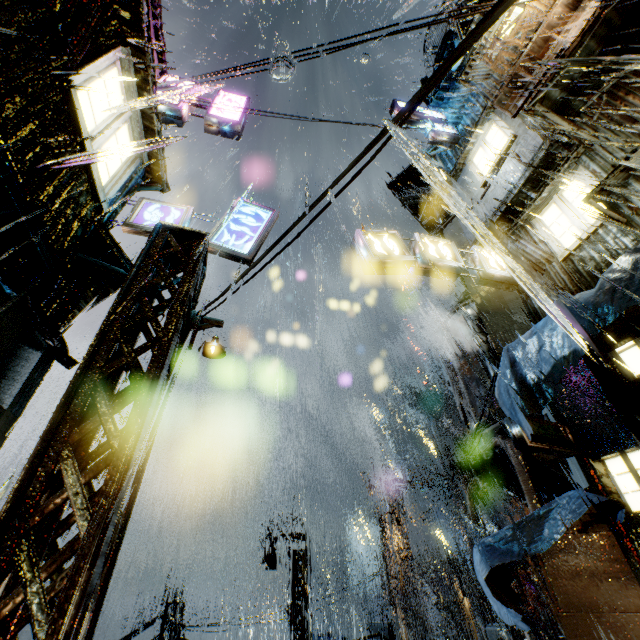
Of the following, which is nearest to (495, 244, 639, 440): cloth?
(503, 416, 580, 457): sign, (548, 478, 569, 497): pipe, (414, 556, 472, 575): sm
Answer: (503, 416, 580, 457): sign

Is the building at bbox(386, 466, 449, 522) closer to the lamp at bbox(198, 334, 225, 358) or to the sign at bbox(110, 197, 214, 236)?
the sign at bbox(110, 197, 214, 236)

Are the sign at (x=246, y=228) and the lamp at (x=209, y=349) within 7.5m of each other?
yes

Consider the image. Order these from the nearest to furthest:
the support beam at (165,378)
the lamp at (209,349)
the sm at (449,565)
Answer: the support beam at (165,378), the lamp at (209,349), the sm at (449,565)

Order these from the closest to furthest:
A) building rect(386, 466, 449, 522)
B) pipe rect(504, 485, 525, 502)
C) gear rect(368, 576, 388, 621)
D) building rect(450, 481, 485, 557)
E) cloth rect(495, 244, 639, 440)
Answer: cloth rect(495, 244, 639, 440)
pipe rect(504, 485, 525, 502)
building rect(386, 466, 449, 522)
gear rect(368, 576, 388, 621)
building rect(450, 481, 485, 557)

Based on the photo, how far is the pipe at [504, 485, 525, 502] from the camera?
15.9m

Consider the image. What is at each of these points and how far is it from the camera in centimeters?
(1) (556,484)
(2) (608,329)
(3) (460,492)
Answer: (1) pipe, 1512cm
(2) cloth, 710cm
(3) building, 5934cm

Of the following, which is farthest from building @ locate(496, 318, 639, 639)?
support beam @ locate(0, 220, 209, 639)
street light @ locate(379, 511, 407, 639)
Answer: street light @ locate(379, 511, 407, 639)
